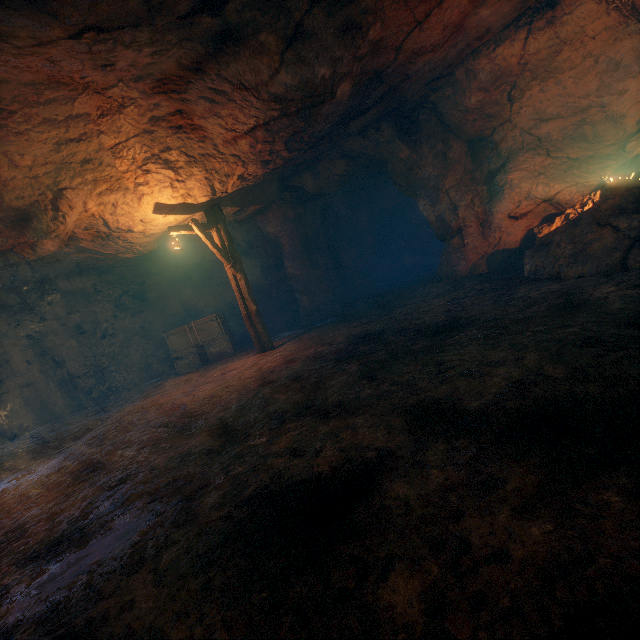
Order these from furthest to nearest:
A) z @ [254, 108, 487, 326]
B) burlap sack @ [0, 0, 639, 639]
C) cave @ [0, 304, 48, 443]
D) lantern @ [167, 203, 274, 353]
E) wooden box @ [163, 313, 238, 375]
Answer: wooden box @ [163, 313, 238, 375]
cave @ [0, 304, 48, 443]
z @ [254, 108, 487, 326]
lantern @ [167, 203, 274, 353]
burlap sack @ [0, 0, 639, 639]

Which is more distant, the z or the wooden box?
the wooden box

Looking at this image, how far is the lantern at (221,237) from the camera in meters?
8.9 m

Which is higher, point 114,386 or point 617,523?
point 114,386

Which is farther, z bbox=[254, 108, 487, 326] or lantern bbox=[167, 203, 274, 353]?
z bbox=[254, 108, 487, 326]

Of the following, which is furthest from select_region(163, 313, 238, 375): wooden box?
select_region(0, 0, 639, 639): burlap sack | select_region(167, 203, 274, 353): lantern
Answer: select_region(167, 203, 274, 353): lantern

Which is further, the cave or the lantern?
the cave

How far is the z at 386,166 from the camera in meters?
9.5
